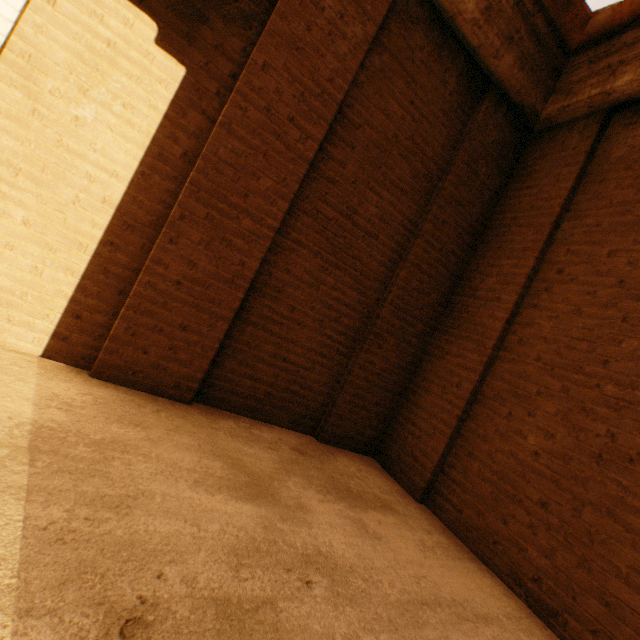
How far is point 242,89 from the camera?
2.41m
